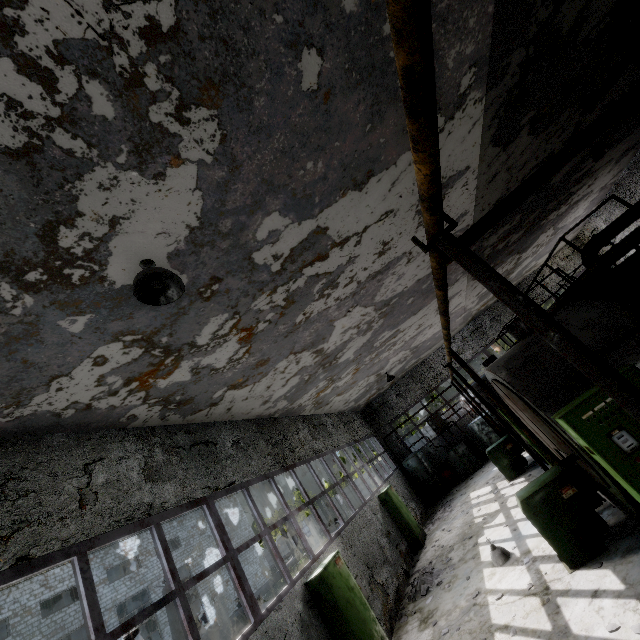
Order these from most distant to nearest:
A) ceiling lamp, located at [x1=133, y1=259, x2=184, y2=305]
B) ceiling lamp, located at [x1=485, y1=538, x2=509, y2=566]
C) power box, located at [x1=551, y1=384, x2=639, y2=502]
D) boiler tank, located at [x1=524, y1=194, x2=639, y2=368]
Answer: ceiling lamp, located at [x1=485, y1=538, x2=509, y2=566], boiler tank, located at [x1=524, y1=194, x2=639, y2=368], power box, located at [x1=551, y1=384, x2=639, y2=502], ceiling lamp, located at [x1=133, y1=259, x2=184, y2=305]

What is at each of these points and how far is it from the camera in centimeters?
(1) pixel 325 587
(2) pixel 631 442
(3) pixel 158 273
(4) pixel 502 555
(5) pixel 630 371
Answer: (1) power box, 720cm
(2) power box, 467cm
(3) ceiling lamp, 386cm
(4) ceiling lamp, 805cm
(5) power box, 486cm

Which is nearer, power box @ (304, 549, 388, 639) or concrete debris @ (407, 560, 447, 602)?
power box @ (304, 549, 388, 639)

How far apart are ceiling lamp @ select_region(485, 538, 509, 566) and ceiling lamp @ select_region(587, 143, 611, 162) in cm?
1129

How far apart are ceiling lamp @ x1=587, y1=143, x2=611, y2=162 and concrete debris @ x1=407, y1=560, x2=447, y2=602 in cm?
1297

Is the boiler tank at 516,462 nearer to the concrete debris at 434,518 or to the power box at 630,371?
the concrete debris at 434,518

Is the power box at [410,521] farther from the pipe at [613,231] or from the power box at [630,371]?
the pipe at [613,231]

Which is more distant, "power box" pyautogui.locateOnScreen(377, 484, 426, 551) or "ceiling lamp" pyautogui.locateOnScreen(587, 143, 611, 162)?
"power box" pyautogui.locateOnScreen(377, 484, 426, 551)
